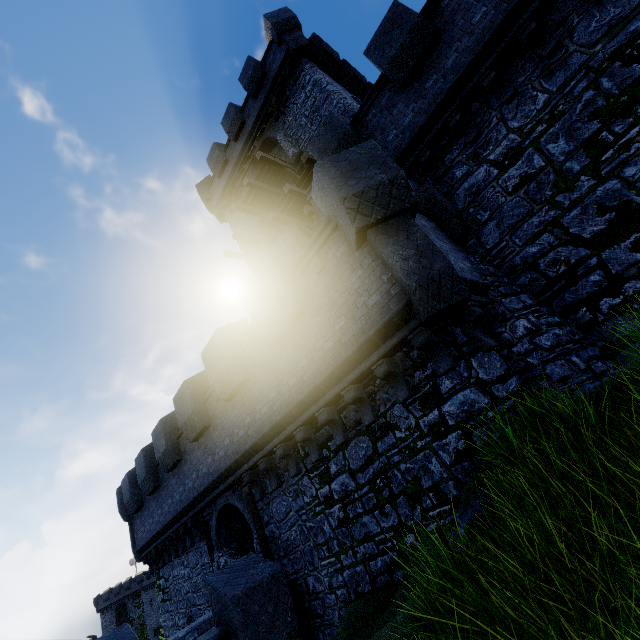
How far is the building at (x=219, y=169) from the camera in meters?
15.0 m

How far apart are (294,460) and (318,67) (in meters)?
18.11

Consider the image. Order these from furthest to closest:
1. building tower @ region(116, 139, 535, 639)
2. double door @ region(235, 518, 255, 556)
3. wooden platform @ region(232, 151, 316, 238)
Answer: wooden platform @ region(232, 151, 316, 238)
double door @ region(235, 518, 255, 556)
building tower @ region(116, 139, 535, 639)

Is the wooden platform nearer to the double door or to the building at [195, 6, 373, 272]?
the building at [195, 6, 373, 272]

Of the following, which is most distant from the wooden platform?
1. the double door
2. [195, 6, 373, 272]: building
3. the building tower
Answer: the double door

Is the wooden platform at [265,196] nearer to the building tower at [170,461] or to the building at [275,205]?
the building at [275,205]
